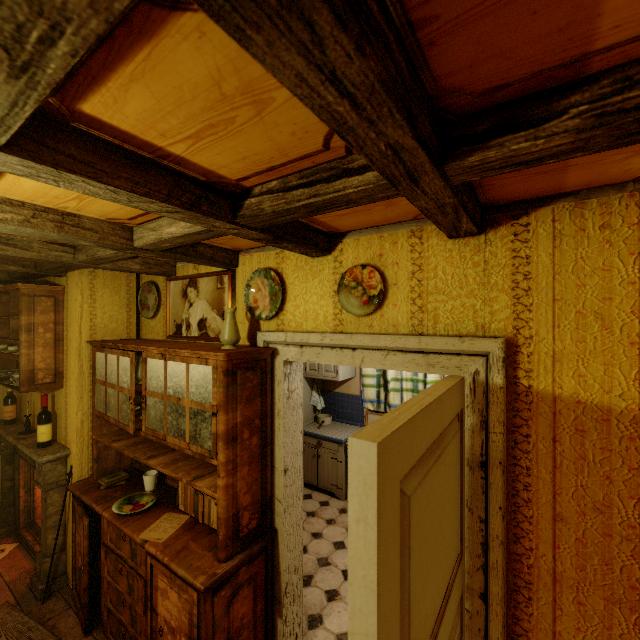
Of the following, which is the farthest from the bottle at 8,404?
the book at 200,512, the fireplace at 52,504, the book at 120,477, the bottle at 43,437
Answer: the book at 200,512

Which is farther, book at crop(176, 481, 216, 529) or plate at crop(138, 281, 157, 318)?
plate at crop(138, 281, 157, 318)

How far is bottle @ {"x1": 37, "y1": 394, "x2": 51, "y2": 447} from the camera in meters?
2.9

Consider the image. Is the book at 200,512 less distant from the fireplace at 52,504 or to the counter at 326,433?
the fireplace at 52,504

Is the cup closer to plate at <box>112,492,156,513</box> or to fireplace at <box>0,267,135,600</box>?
plate at <box>112,492,156,513</box>

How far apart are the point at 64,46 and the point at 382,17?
0.51m

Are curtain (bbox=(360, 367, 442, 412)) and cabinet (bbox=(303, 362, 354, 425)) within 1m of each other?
yes

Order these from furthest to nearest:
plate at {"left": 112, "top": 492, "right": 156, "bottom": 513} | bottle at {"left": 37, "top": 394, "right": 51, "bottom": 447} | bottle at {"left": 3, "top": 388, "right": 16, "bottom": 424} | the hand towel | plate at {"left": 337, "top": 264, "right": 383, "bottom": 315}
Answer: the hand towel, bottle at {"left": 3, "top": 388, "right": 16, "bottom": 424}, bottle at {"left": 37, "top": 394, "right": 51, "bottom": 447}, plate at {"left": 112, "top": 492, "right": 156, "bottom": 513}, plate at {"left": 337, "top": 264, "right": 383, "bottom": 315}
